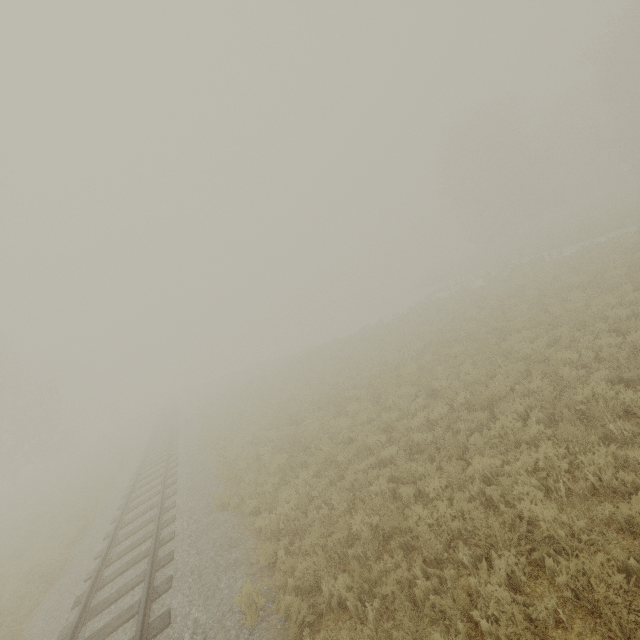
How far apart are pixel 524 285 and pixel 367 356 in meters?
9.7 m
